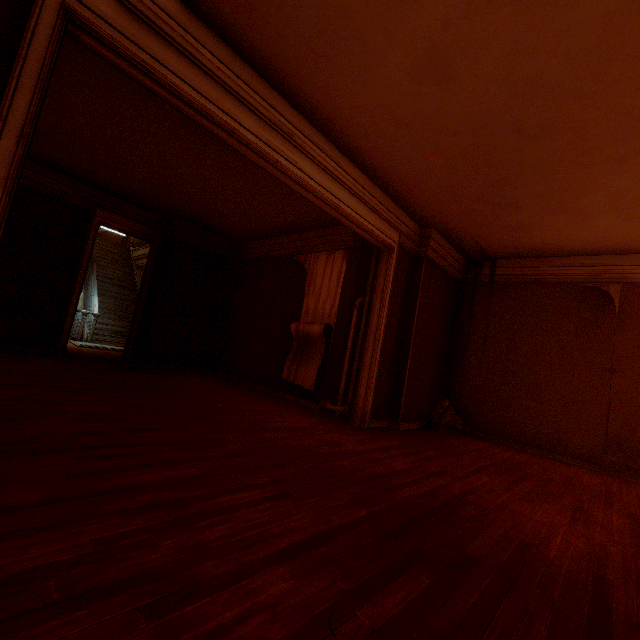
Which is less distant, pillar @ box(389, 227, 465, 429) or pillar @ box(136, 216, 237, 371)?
pillar @ box(389, 227, 465, 429)

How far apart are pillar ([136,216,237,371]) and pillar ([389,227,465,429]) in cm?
541

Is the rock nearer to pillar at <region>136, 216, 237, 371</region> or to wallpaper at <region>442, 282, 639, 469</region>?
wallpaper at <region>442, 282, 639, 469</region>

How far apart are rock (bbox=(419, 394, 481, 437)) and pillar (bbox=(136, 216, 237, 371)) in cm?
593

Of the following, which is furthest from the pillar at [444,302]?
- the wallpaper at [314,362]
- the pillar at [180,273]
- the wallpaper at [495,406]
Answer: the pillar at [180,273]

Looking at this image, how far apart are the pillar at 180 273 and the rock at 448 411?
5.9 meters

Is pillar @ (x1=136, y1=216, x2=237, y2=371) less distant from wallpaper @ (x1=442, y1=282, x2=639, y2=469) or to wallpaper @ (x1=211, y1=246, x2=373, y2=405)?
wallpaper @ (x1=211, y1=246, x2=373, y2=405)

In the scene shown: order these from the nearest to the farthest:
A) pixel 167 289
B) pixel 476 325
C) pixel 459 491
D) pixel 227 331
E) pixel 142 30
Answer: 1. pixel 142 30
2. pixel 459 491
3. pixel 476 325
4. pixel 167 289
5. pixel 227 331
